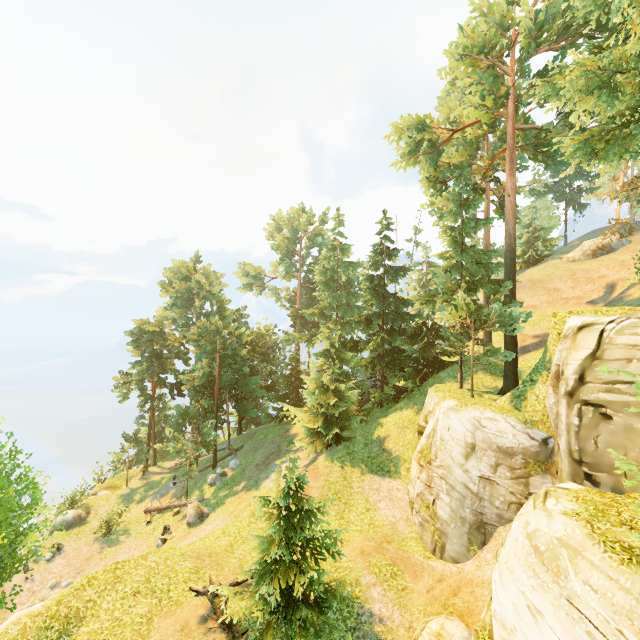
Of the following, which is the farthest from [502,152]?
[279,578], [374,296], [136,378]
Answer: [136,378]

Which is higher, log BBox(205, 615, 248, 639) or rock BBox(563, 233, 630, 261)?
rock BBox(563, 233, 630, 261)

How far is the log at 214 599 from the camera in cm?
1238

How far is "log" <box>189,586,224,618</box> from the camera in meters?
12.4 m

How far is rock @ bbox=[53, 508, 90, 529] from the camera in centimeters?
2511cm

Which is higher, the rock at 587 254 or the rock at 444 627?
the rock at 587 254

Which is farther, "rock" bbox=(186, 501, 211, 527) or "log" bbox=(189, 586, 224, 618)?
"rock" bbox=(186, 501, 211, 527)

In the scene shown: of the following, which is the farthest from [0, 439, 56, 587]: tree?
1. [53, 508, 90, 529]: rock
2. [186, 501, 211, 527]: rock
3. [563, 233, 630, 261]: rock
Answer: [563, 233, 630, 261]: rock
